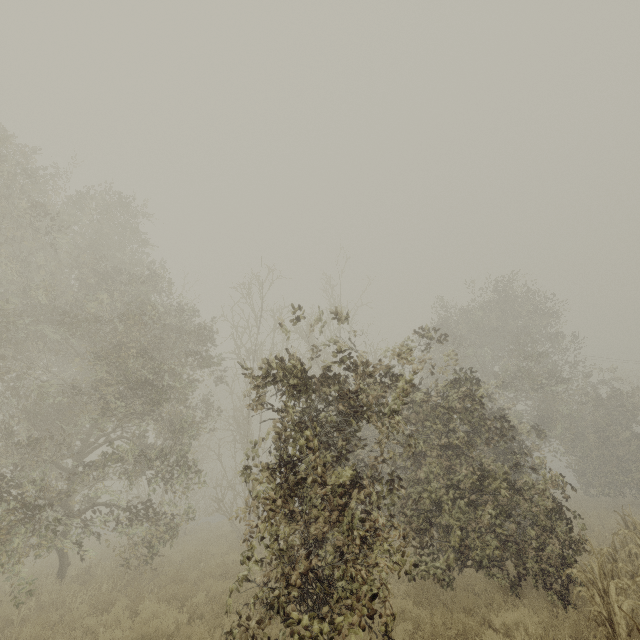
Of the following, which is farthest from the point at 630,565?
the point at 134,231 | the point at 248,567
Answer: the point at 134,231
